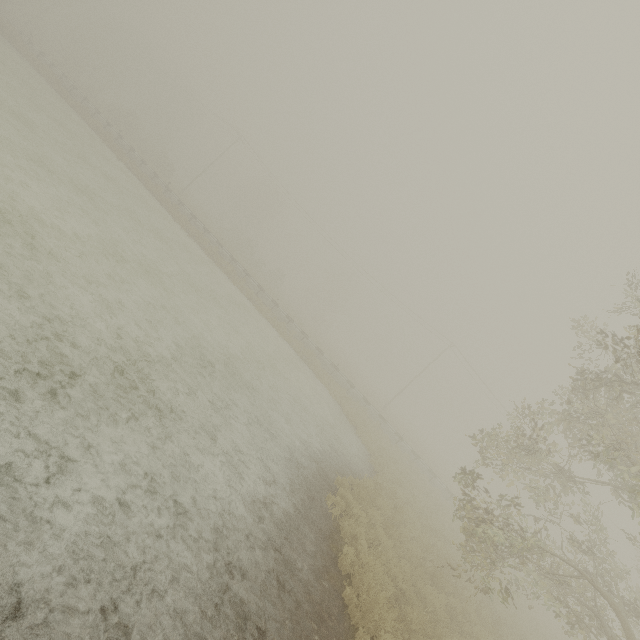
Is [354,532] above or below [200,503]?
above
